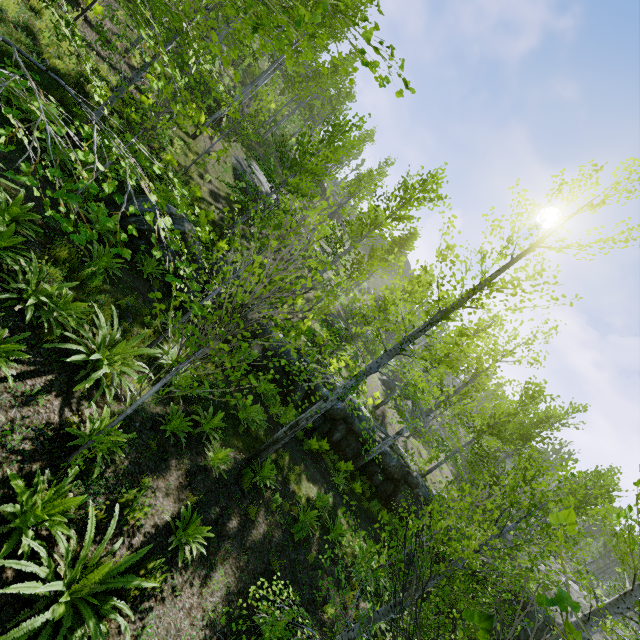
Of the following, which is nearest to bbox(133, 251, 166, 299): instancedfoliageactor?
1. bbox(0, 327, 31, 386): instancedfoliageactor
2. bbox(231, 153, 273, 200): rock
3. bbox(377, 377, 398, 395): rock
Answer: bbox(231, 153, 273, 200): rock

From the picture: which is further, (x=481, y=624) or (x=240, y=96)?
(x=240, y=96)

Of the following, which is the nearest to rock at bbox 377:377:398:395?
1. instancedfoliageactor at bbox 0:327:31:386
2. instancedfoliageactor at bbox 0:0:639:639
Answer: instancedfoliageactor at bbox 0:0:639:639

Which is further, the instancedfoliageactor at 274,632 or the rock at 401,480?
the rock at 401,480

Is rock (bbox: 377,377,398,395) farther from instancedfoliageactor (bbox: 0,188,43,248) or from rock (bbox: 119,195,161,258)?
instancedfoliageactor (bbox: 0,188,43,248)

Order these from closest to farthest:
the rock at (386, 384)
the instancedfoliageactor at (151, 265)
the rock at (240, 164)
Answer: the instancedfoliageactor at (151, 265), the rock at (240, 164), the rock at (386, 384)

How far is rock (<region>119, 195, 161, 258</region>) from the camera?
9.12m

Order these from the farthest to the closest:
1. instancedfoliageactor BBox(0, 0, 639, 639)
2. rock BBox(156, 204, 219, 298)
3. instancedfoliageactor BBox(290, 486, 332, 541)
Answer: rock BBox(156, 204, 219, 298)
instancedfoliageactor BBox(290, 486, 332, 541)
instancedfoliageactor BBox(0, 0, 639, 639)
